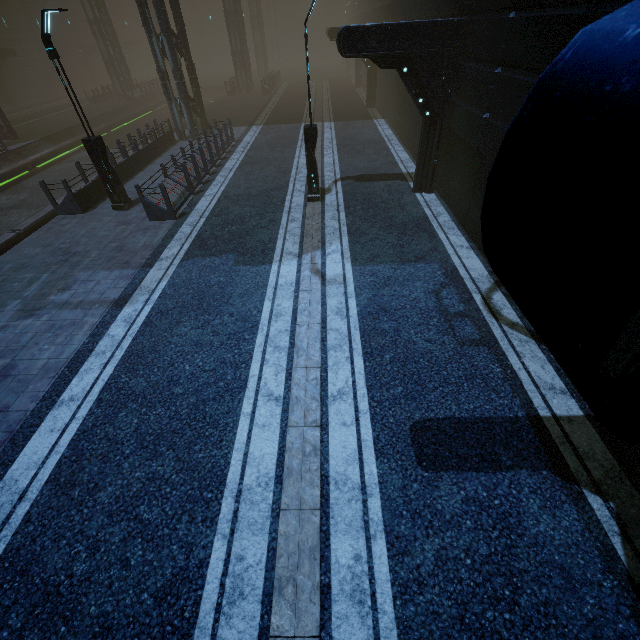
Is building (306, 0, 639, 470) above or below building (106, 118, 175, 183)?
above

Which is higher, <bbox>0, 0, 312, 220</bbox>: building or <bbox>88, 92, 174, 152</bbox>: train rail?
<bbox>0, 0, 312, 220</bbox>: building

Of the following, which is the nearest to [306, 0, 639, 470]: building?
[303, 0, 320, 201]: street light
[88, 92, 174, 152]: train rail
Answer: [88, 92, 174, 152]: train rail

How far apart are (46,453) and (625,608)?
8.1m

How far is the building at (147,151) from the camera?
15.00m

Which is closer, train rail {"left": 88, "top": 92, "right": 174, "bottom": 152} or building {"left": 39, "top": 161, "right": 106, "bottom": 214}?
building {"left": 39, "top": 161, "right": 106, "bottom": 214}

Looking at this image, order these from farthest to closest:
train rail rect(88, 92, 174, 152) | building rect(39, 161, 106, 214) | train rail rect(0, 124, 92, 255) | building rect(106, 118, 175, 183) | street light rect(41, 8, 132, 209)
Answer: train rail rect(88, 92, 174, 152) → building rect(106, 118, 175, 183) → train rail rect(0, 124, 92, 255) → building rect(39, 161, 106, 214) → street light rect(41, 8, 132, 209)
